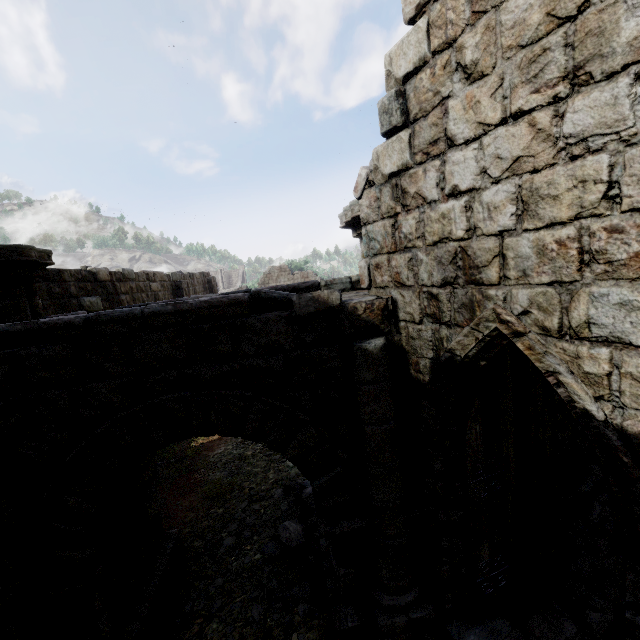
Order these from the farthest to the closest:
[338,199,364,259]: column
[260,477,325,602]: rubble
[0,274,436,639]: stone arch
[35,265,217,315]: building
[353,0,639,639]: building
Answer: [35,265,217,315]: building → [260,477,325,602]: rubble → [338,199,364,259]: column → [0,274,436,639]: stone arch → [353,0,639,639]: building

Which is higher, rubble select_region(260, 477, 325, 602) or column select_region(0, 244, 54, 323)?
column select_region(0, 244, 54, 323)

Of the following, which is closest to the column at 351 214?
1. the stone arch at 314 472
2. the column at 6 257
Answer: the stone arch at 314 472

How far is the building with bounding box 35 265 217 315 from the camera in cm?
759

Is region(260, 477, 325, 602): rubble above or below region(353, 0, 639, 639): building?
below

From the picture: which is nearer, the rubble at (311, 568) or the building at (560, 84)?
the building at (560, 84)

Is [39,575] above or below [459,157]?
below

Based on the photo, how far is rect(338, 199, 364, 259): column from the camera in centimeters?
460cm
